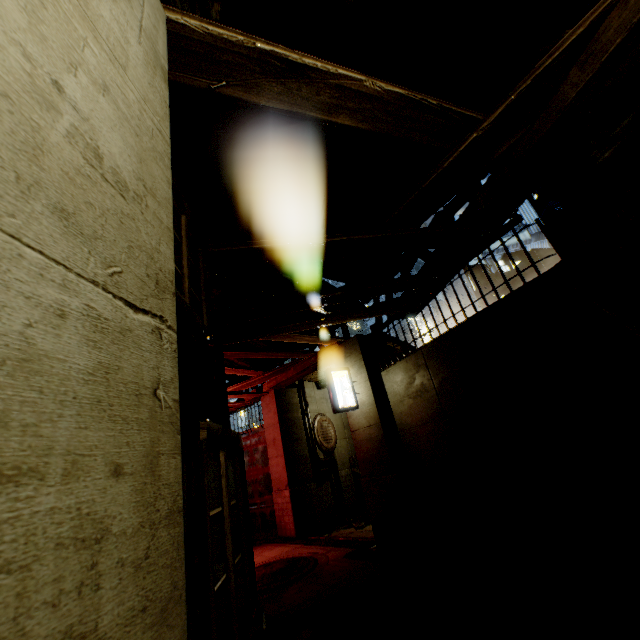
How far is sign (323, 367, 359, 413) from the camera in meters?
8.5

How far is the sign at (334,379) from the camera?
8.52m

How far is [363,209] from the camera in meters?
7.1

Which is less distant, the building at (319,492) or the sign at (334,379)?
the building at (319,492)

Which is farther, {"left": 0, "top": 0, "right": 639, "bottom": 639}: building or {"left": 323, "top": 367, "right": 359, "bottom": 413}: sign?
{"left": 323, "top": 367, "right": 359, "bottom": 413}: sign
